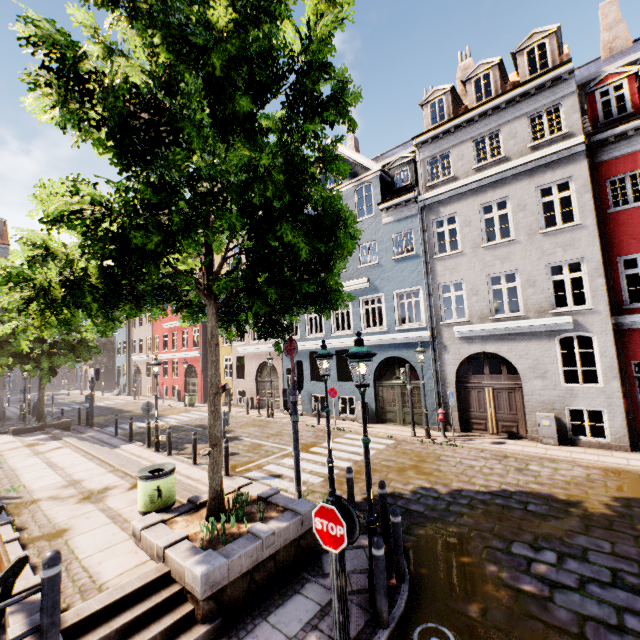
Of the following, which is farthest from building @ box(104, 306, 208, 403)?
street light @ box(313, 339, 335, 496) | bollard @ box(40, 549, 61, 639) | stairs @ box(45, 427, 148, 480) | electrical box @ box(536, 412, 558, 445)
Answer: bollard @ box(40, 549, 61, 639)

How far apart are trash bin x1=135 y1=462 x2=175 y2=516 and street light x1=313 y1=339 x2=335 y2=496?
3.28m

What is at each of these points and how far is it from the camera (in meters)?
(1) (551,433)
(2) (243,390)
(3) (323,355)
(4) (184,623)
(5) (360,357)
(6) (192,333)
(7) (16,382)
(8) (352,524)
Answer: (1) electrical box, 11.29
(2) building, 25.38
(3) street light, 7.46
(4) stairs, 4.34
(5) street light, 4.81
(6) building, 28.55
(7) building, 56.44
(8) sign, 3.77

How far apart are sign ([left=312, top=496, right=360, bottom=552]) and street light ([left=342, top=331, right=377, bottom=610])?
1.2m

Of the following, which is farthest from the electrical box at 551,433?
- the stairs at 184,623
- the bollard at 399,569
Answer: the stairs at 184,623

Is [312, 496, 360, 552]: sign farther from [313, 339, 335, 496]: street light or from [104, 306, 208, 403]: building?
[104, 306, 208, 403]: building

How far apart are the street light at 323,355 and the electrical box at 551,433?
8.51m

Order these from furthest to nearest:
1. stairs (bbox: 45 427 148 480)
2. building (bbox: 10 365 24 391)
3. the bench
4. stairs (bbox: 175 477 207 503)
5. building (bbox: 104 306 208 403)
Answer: building (bbox: 10 365 24 391)
building (bbox: 104 306 208 403)
stairs (bbox: 45 427 148 480)
stairs (bbox: 175 477 207 503)
the bench
